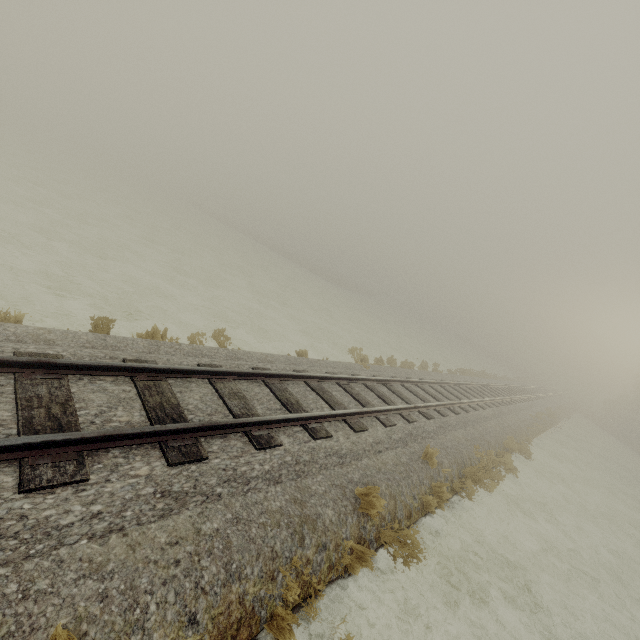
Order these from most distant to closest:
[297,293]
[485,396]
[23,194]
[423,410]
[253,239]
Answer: [253,239], [297,293], [485,396], [23,194], [423,410]
